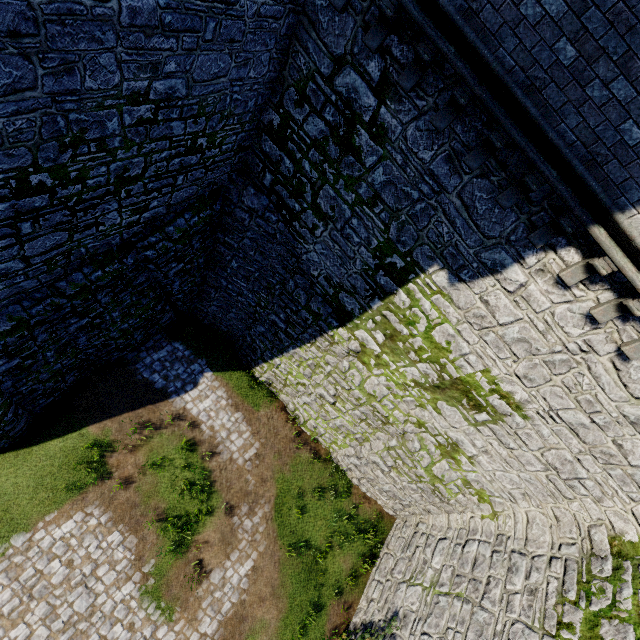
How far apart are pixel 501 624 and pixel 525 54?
13.70m
